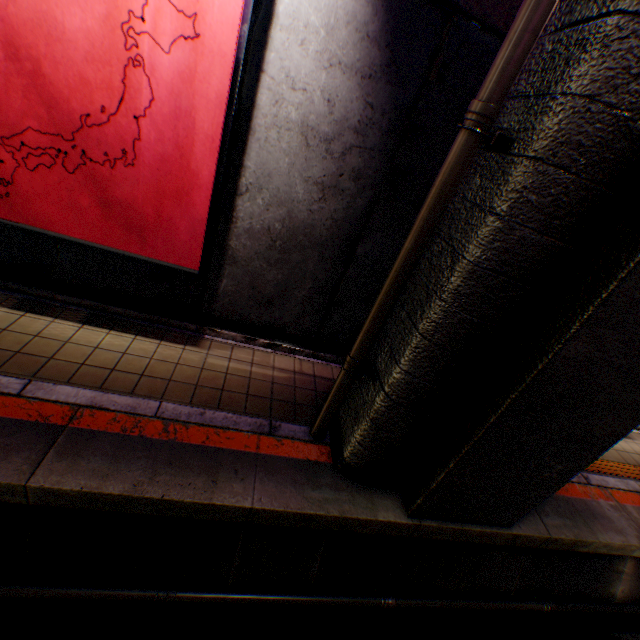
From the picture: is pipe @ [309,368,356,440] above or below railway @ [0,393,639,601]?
above

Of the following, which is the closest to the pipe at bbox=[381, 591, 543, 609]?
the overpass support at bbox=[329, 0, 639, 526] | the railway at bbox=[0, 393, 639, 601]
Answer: the railway at bbox=[0, 393, 639, 601]

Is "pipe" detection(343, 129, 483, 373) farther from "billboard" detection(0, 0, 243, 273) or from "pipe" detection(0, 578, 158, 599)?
"billboard" detection(0, 0, 243, 273)

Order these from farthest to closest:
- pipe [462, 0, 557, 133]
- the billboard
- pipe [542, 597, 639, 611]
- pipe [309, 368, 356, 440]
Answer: pipe [542, 597, 639, 611] < pipe [309, 368, 356, 440] < the billboard < pipe [462, 0, 557, 133]

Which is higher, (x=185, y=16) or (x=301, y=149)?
(x=185, y=16)

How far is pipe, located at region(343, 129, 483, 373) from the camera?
2.5 meters

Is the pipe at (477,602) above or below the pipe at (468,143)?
below

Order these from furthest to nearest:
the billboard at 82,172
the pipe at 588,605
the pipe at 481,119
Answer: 1. the pipe at 588,605
2. the billboard at 82,172
3. the pipe at 481,119
